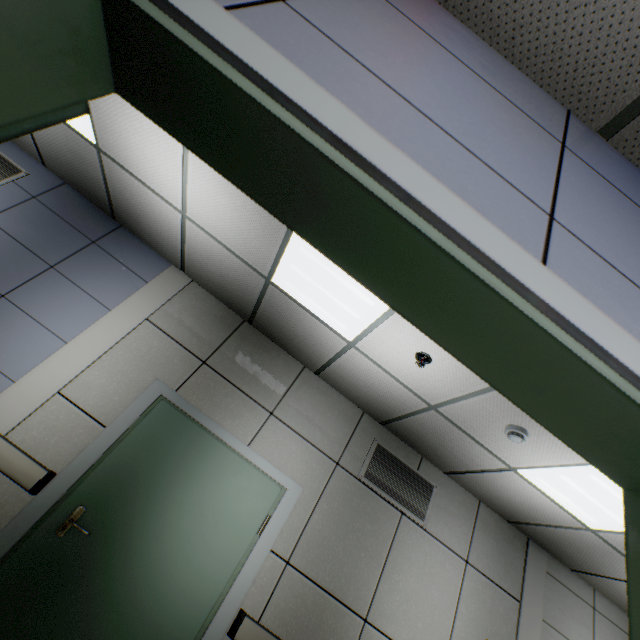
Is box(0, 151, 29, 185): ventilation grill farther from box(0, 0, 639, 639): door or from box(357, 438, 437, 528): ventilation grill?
box(357, 438, 437, 528): ventilation grill

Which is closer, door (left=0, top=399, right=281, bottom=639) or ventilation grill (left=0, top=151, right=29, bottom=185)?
door (left=0, top=399, right=281, bottom=639)

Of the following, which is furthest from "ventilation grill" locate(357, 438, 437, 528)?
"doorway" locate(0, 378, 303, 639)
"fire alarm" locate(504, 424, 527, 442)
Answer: "fire alarm" locate(504, 424, 527, 442)

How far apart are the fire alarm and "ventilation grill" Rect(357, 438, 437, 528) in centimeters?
142cm

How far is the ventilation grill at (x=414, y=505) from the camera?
3.6 meters

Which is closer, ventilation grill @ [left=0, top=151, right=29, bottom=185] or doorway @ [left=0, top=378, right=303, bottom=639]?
doorway @ [left=0, top=378, right=303, bottom=639]

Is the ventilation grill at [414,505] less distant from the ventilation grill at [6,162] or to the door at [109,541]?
the door at [109,541]

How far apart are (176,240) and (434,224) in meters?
3.4
